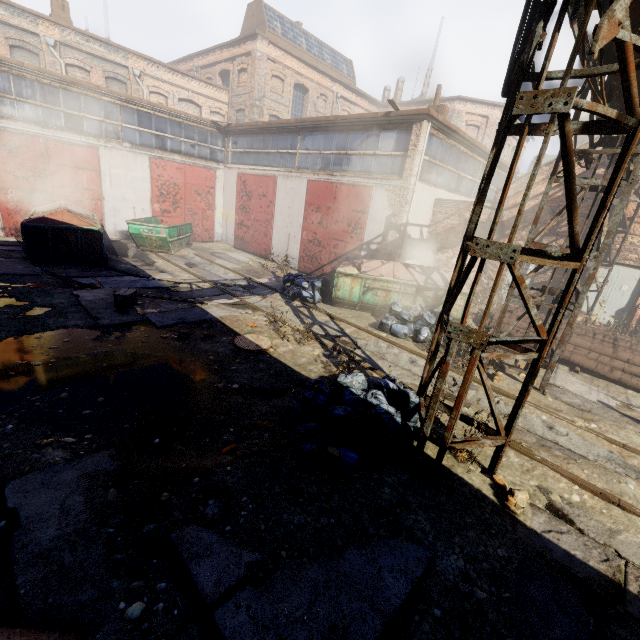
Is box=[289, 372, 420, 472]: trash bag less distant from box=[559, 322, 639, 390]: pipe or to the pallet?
the pallet

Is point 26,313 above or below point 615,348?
below

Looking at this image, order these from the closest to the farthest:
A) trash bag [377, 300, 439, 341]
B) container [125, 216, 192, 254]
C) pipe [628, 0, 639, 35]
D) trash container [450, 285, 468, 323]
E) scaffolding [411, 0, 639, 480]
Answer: scaffolding [411, 0, 639, 480] < pipe [628, 0, 639, 35] < trash bag [377, 300, 439, 341] < trash container [450, 285, 468, 323] < container [125, 216, 192, 254]

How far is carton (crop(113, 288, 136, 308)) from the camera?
8.2 meters

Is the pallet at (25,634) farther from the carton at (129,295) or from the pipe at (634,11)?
the carton at (129,295)

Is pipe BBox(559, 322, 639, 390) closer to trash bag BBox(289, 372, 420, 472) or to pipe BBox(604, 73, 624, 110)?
pipe BBox(604, 73, 624, 110)

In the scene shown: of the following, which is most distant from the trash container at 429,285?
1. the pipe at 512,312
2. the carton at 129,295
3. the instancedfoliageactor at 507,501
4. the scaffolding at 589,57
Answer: the instancedfoliageactor at 507,501

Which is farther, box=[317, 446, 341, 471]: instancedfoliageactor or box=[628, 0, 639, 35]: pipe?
box=[317, 446, 341, 471]: instancedfoliageactor
